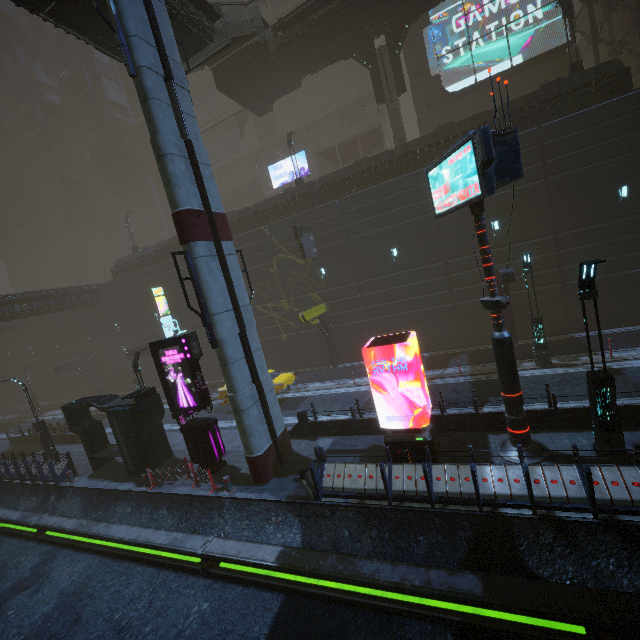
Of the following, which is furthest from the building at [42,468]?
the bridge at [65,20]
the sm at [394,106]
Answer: the bridge at [65,20]

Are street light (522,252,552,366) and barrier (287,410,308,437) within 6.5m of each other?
no

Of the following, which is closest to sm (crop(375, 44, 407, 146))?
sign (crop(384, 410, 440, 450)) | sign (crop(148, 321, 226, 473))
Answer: sign (crop(384, 410, 440, 450))

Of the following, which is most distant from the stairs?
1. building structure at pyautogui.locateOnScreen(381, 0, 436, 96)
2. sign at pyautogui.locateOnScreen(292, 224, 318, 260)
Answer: sign at pyautogui.locateOnScreen(292, 224, 318, 260)

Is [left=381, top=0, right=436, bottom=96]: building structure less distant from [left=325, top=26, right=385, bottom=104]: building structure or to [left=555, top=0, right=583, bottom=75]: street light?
[left=325, top=26, right=385, bottom=104]: building structure

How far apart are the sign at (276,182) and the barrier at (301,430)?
31.1m

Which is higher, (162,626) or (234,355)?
(234,355)

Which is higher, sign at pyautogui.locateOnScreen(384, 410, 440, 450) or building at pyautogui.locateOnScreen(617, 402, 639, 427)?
sign at pyautogui.locateOnScreen(384, 410, 440, 450)
